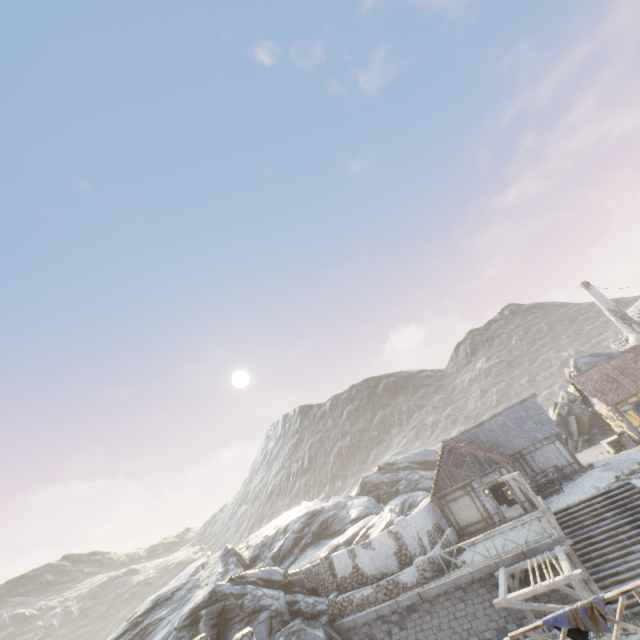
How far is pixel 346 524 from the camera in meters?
31.3

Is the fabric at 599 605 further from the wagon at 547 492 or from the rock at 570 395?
the wagon at 547 492

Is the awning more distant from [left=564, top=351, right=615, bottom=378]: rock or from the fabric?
[left=564, top=351, right=615, bottom=378]: rock

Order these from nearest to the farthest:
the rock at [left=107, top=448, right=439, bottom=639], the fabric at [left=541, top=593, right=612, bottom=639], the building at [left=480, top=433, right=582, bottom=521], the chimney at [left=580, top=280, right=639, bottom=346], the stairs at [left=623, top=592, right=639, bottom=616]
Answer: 1. the fabric at [left=541, top=593, right=612, bottom=639]
2. the stairs at [left=623, top=592, right=639, bottom=616]
3. the rock at [left=107, top=448, right=439, bottom=639]
4. the building at [left=480, top=433, right=582, bottom=521]
5. the chimney at [left=580, top=280, right=639, bottom=346]

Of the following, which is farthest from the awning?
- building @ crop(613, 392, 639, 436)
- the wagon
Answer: building @ crop(613, 392, 639, 436)

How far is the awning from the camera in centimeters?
1233cm

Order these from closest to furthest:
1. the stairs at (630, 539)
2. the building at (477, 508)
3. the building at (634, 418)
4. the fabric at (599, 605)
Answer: the fabric at (599, 605)
the stairs at (630, 539)
the building at (477, 508)
the building at (634, 418)

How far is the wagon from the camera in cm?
2150
